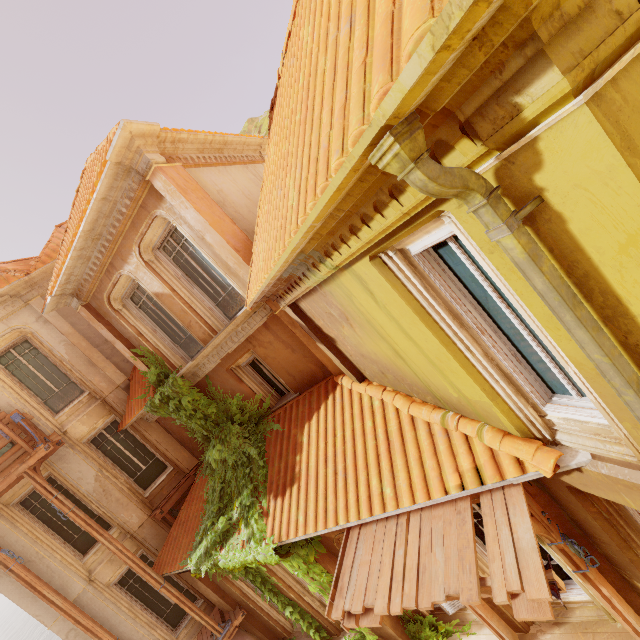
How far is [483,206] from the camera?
1.7m

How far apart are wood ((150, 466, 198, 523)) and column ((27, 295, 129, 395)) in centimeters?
343cm

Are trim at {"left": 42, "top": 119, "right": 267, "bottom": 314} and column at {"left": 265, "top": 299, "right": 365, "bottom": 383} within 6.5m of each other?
yes

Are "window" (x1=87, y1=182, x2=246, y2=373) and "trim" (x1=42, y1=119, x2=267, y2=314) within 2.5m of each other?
yes

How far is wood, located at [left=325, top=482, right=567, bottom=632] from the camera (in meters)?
3.41

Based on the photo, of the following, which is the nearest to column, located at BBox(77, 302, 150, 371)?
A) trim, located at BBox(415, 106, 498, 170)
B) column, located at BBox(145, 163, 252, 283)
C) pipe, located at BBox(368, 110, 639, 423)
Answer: column, located at BBox(145, 163, 252, 283)

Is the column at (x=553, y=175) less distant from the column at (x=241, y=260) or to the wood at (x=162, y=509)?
the column at (x=241, y=260)

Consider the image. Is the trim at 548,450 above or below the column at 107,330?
below
